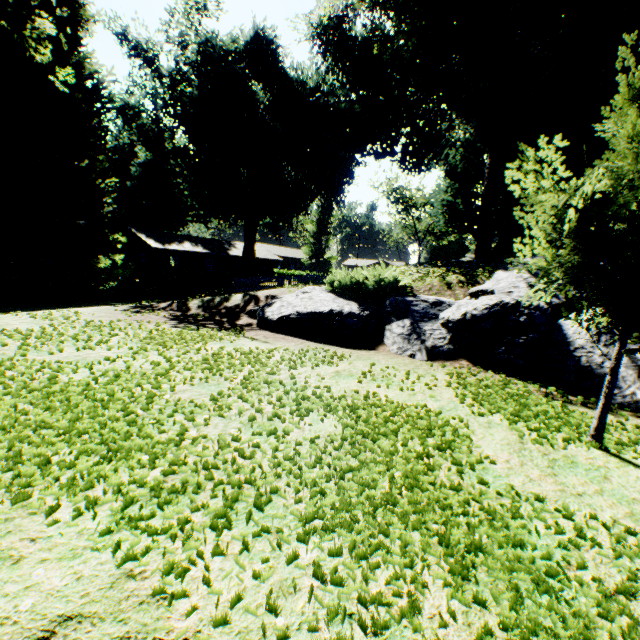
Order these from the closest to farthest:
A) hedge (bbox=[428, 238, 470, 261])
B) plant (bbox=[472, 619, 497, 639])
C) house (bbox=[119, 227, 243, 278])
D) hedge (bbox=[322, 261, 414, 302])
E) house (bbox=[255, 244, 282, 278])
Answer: plant (bbox=[472, 619, 497, 639]), hedge (bbox=[322, 261, 414, 302]), hedge (bbox=[428, 238, 470, 261]), house (bbox=[119, 227, 243, 278]), house (bbox=[255, 244, 282, 278])

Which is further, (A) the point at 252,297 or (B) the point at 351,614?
(A) the point at 252,297

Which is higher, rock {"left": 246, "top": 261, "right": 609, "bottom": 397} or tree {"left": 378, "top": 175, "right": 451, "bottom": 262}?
tree {"left": 378, "top": 175, "right": 451, "bottom": 262}

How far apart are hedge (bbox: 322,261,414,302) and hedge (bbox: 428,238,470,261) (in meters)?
8.46

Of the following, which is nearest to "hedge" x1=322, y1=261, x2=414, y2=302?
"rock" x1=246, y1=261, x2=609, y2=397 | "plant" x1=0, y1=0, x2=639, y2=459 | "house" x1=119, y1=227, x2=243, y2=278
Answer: "rock" x1=246, y1=261, x2=609, y2=397

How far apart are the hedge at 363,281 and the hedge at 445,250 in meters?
8.5

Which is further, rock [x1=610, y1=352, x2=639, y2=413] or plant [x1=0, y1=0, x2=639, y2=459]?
rock [x1=610, y1=352, x2=639, y2=413]

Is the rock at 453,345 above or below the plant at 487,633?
above
